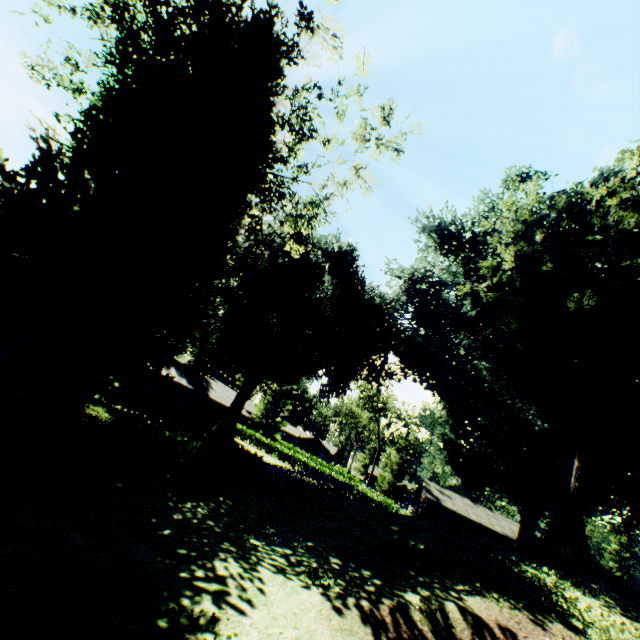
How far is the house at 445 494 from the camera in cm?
4072

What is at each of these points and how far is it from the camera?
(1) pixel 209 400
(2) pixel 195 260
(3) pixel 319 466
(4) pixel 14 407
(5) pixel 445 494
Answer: (1) house, 41.1 meters
(2) plant, 14.5 meters
(3) hedge, 47.6 meters
(4) hedge, 7.0 meters
(5) house, 45.5 meters

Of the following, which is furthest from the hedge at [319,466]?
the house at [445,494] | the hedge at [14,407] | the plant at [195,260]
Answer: the house at [445,494]

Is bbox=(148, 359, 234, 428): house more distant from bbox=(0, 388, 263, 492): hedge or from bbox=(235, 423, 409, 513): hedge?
bbox=(0, 388, 263, 492): hedge

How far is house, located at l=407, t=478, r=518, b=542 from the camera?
40.7 meters

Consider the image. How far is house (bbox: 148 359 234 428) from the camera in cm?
3500

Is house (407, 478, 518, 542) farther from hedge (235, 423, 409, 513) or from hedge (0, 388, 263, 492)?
hedge (0, 388, 263, 492)

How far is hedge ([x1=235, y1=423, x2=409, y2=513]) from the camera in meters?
37.4 m
